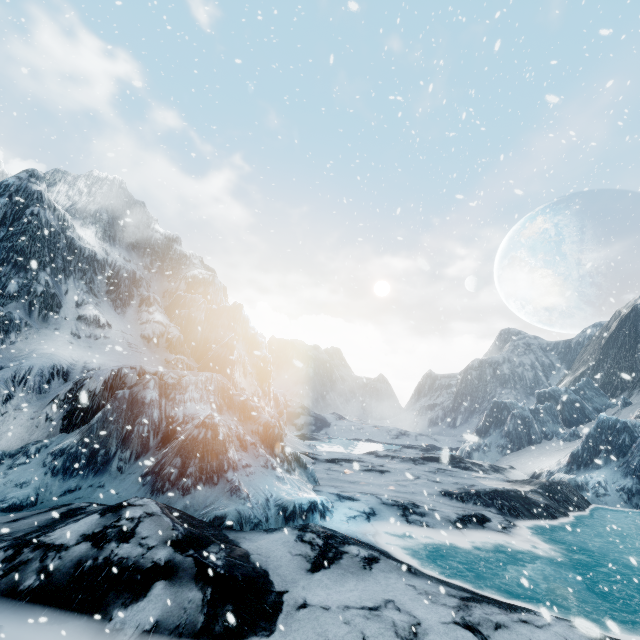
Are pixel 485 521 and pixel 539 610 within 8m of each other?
yes
